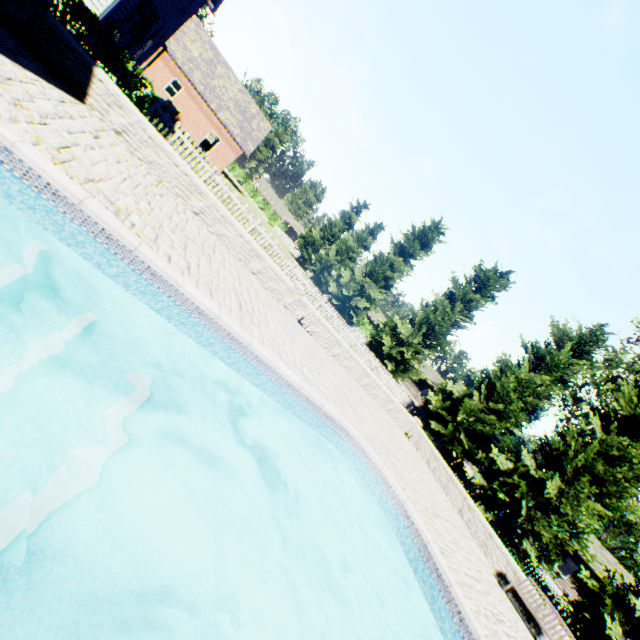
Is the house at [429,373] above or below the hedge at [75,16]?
above

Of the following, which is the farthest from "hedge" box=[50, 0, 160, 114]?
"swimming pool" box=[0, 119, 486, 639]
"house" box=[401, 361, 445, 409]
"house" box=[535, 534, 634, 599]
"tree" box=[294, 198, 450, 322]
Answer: "house" box=[401, 361, 445, 409]

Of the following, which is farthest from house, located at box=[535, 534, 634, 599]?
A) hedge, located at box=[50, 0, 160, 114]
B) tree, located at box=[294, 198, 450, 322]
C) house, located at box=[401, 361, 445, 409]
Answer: hedge, located at box=[50, 0, 160, 114]

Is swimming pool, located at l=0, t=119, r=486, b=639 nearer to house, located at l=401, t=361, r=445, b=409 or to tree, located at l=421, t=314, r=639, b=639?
tree, located at l=421, t=314, r=639, b=639

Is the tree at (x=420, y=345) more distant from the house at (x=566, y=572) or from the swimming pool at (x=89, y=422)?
the swimming pool at (x=89, y=422)

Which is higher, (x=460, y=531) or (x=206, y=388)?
(x=460, y=531)

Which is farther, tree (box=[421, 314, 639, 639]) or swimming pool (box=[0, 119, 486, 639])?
tree (box=[421, 314, 639, 639])

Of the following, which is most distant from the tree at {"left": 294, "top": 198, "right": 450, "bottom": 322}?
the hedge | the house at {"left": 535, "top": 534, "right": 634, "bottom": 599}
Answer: the hedge
